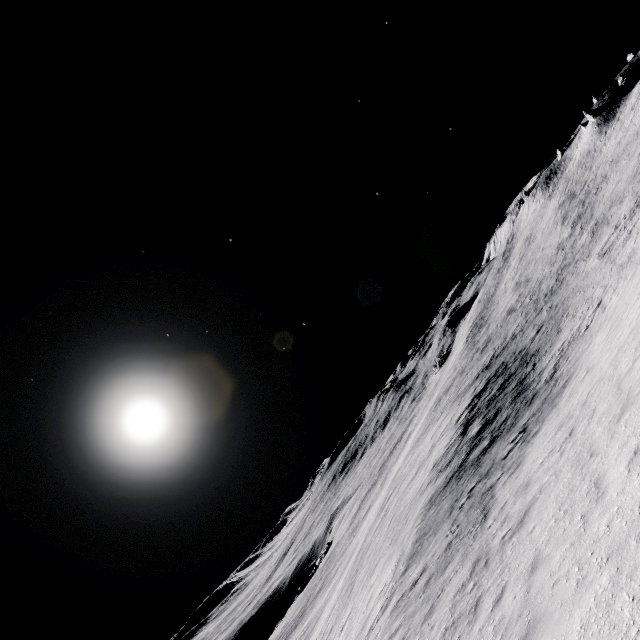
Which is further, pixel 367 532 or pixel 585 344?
pixel 367 532
